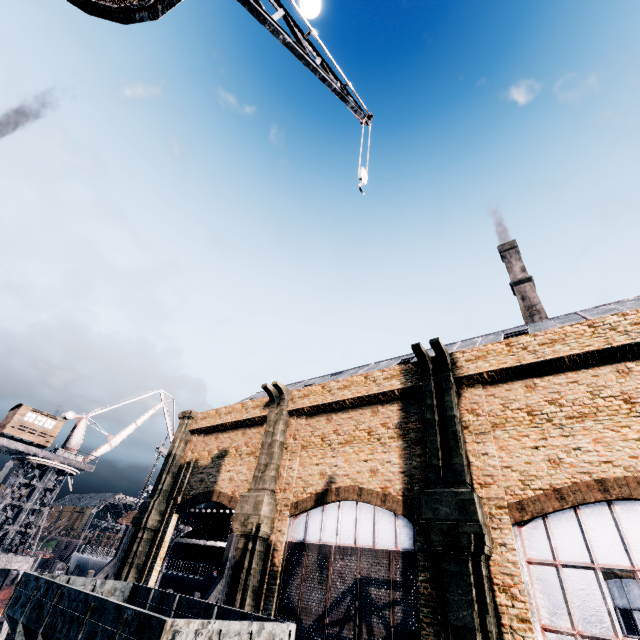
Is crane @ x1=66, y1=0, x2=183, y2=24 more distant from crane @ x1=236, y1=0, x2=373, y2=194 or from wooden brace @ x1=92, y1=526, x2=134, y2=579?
wooden brace @ x1=92, y1=526, x2=134, y2=579

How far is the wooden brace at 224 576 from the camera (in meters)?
16.67

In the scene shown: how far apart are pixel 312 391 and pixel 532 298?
47.0m

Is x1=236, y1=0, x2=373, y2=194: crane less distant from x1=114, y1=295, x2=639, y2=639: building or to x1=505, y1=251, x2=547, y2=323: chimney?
x1=114, y1=295, x2=639, y2=639: building

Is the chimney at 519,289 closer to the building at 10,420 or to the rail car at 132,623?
the rail car at 132,623

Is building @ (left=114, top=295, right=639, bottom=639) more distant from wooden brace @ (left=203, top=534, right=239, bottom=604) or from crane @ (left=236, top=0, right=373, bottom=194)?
crane @ (left=236, top=0, right=373, bottom=194)

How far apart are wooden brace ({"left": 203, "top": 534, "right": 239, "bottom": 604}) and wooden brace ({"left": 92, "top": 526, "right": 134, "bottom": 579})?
11.7m

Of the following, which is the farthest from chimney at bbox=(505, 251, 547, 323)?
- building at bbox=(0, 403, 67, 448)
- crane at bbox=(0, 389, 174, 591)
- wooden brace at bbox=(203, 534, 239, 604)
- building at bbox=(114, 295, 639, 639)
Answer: building at bbox=(0, 403, 67, 448)
